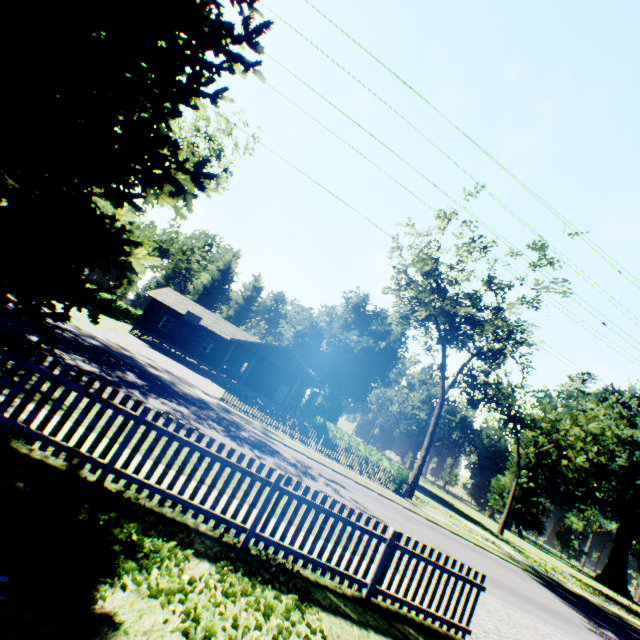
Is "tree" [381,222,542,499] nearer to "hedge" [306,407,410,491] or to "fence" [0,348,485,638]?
"hedge" [306,407,410,491]

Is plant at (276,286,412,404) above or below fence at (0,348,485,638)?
above

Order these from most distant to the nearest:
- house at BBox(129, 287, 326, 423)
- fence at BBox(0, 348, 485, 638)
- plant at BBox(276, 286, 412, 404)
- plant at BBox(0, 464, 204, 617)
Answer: plant at BBox(276, 286, 412, 404) → house at BBox(129, 287, 326, 423) → fence at BBox(0, 348, 485, 638) → plant at BBox(0, 464, 204, 617)

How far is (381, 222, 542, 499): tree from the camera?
23.89m

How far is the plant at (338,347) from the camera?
46.69m

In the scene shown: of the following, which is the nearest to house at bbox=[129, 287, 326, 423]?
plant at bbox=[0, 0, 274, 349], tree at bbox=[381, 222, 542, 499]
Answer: tree at bbox=[381, 222, 542, 499]

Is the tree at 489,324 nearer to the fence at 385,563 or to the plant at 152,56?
the fence at 385,563

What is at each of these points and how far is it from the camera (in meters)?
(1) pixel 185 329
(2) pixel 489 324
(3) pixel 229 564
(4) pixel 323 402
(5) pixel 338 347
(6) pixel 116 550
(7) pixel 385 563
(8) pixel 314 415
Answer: (1) house, 35.44
(2) tree, 26.12
(3) plant, 4.57
(4) plant, 59.44
(5) plant, 44.97
(6) plant, 3.65
(7) fence, 6.02
(8) hedge, 46.47
